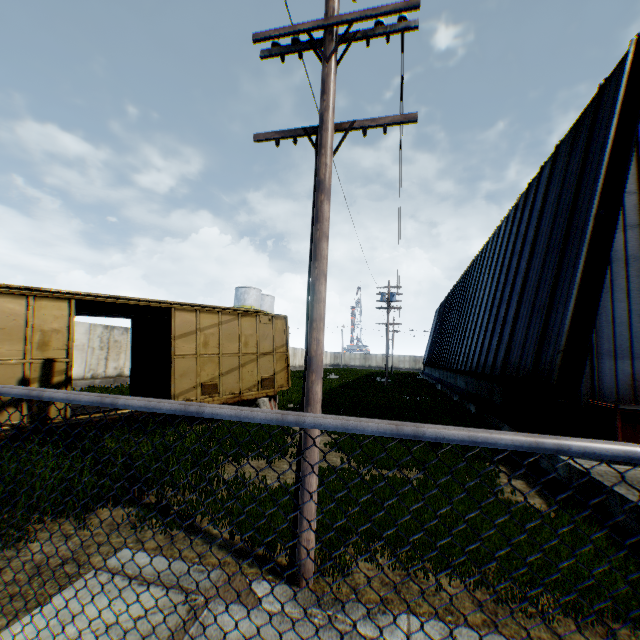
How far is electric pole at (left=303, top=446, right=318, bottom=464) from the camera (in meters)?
3.81

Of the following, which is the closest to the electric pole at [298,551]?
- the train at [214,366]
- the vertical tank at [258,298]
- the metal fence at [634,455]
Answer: the metal fence at [634,455]

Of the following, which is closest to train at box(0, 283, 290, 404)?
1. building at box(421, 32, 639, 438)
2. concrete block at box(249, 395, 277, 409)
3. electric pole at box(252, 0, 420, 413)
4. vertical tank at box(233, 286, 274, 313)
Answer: concrete block at box(249, 395, 277, 409)

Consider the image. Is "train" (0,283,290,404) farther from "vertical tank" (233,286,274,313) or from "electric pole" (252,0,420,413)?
"vertical tank" (233,286,274,313)

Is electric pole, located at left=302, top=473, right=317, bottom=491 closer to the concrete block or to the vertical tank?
the concrete block

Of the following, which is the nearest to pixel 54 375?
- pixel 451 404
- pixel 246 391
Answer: pixel 246 391

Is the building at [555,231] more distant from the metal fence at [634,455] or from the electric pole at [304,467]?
the metal fence at [634,455]

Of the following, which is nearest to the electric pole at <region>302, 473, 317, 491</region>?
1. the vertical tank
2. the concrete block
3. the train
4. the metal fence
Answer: the metal fence
